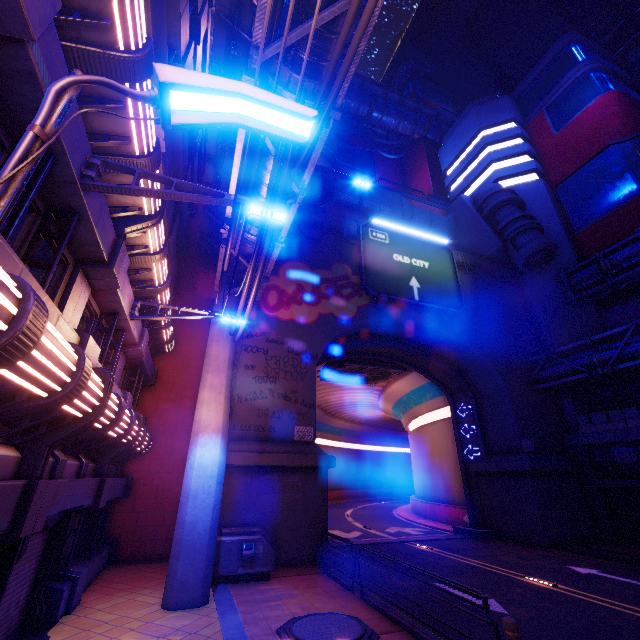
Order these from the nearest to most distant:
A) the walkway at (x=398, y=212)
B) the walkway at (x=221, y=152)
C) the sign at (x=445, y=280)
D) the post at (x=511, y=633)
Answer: the post at (x=511, y=633) → the walkway at (x=221, y=152) → the sign at (x=445, y=280) → the walkway at (x=398, y=212)

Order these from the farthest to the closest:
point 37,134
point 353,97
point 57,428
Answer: point 353,97, point 57,428, point 37,134

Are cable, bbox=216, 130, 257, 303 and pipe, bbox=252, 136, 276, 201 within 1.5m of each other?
yes

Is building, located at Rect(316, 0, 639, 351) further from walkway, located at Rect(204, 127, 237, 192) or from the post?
the post

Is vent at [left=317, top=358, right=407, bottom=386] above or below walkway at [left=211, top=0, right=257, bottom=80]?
below

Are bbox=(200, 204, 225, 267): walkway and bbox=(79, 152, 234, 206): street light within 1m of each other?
no

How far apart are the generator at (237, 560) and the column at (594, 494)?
18.8m

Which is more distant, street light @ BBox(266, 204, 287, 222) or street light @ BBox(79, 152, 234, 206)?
street light @ BBox(266, 204, 287, 222)
